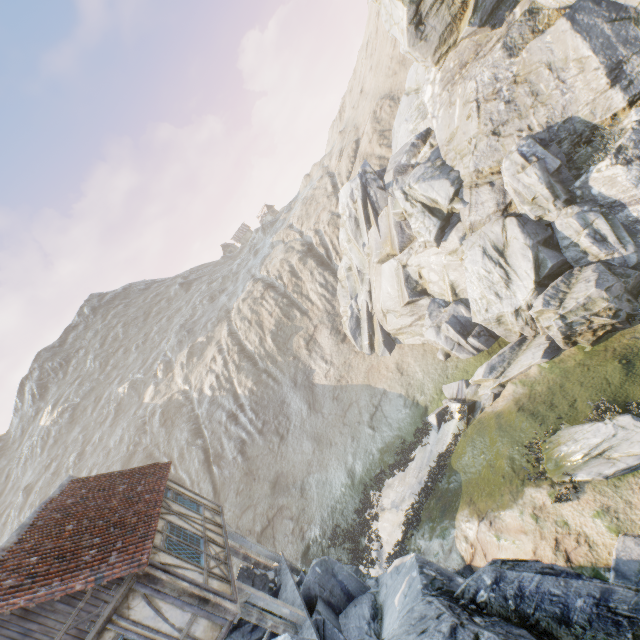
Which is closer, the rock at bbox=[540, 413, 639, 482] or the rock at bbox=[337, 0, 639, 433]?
the rock at bbox=[540, 413, 639, 482]

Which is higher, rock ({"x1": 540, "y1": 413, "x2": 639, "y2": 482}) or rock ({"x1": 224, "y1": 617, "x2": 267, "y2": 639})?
rock ({"x1": 224, "y1": 617, "x2": 267, "y2": 639})

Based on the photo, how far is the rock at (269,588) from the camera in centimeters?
1270cm

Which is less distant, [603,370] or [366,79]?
[603,370]

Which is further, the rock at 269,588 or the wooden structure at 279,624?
the rock at 269,588

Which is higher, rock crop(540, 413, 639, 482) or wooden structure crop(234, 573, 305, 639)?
wooden structure crop(234, 573, 305, 639)
